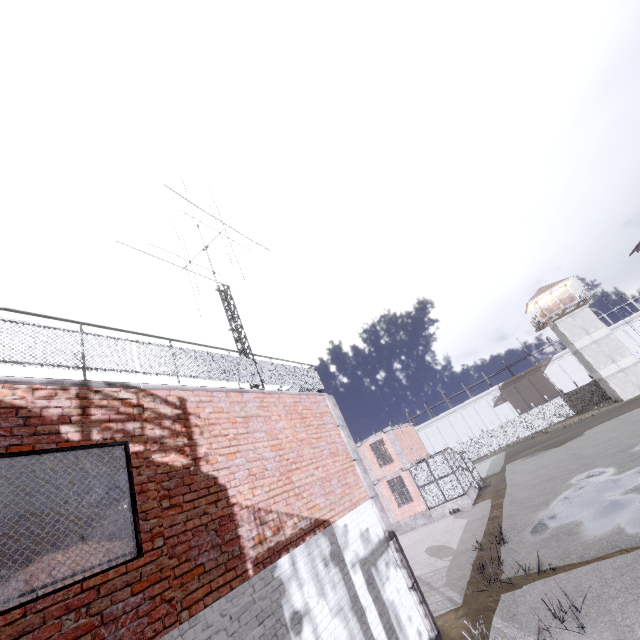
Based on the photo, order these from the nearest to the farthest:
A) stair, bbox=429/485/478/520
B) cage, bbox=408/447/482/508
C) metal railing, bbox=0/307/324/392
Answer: metal railing, bbox=0/307/324/392
stair, bbox=429/485/478/520
cage, bbox=408/447/482/508

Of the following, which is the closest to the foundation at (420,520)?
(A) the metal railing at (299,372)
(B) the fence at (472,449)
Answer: (A) the metal railing at (299,372)

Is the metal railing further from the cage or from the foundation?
the foundation

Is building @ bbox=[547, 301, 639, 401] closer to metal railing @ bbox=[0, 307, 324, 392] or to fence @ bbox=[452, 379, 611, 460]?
fence @ bbox=[452, 379, 611, 460]

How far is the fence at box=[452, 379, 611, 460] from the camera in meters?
42.9 m

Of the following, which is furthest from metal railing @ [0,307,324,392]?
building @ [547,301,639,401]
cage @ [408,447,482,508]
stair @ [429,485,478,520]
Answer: building @ [547,301,639,401]

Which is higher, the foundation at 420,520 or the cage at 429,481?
the cage at 429,481

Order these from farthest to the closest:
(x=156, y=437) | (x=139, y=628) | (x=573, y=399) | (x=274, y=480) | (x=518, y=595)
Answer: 1. (x=573, y=399)
2. (x=518, y=595)
3. (x=274, y=480)
4. (x=156, y=437)
5. (x=139, y=628)
